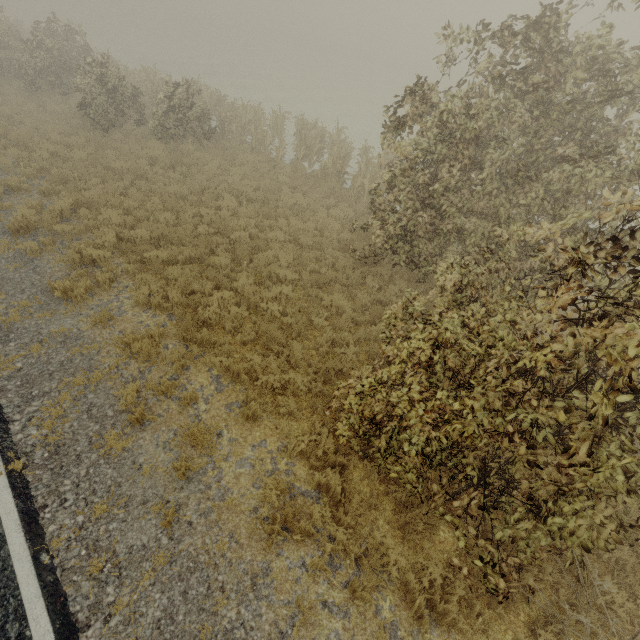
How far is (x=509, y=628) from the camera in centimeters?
458cm
